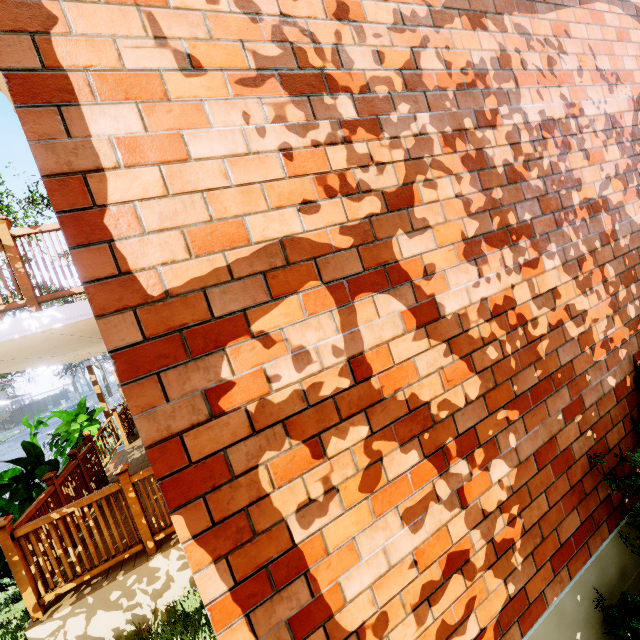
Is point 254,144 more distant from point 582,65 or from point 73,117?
point 582,65

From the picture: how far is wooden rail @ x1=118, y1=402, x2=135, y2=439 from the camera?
9.3m

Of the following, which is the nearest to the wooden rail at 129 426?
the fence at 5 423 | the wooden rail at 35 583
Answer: the wooden rail at 35 583

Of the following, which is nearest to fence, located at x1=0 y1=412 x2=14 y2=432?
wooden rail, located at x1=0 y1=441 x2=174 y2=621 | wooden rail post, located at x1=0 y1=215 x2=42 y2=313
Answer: wooden rail, located at x1=0 y1=441 x2=174 y2=621

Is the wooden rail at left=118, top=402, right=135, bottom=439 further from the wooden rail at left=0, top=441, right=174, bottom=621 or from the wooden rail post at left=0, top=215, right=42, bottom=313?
the wooden rail post at left=0, top=215, right=42, bottom=313

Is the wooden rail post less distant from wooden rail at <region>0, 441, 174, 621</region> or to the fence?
wooden rail at <region>0, 441, 174, 621</region>

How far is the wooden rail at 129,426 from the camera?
9.3 meters

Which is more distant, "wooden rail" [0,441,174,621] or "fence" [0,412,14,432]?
"fence" [0,412,14,432]
